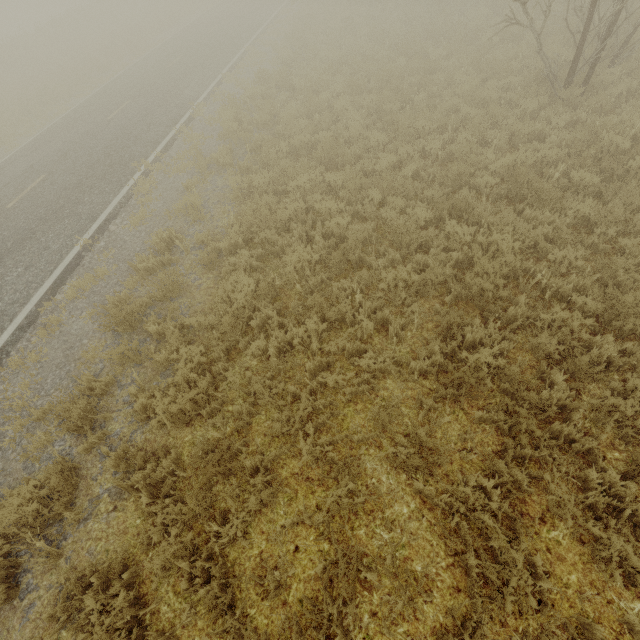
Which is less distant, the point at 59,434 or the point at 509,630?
the point at 509,630

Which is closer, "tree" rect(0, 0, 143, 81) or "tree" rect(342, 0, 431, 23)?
"tree" rect(342, 0, 431, 23)

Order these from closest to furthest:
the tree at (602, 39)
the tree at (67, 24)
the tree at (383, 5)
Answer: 1. the tree at (602, 39)
2. the tree at (383, 5)
3. the tree at (67, 24)

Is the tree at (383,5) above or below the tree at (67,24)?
below

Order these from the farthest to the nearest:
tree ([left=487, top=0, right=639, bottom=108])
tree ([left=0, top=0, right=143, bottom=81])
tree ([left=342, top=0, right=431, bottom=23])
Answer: tree ([left=0, top=0, right=143, bottom=81]) → tree ([left=342, top=0, right=431, bottom=23]) → tree ([left=487, top=0, right=639, bottom=108])

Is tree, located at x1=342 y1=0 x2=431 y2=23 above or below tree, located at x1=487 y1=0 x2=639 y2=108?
below

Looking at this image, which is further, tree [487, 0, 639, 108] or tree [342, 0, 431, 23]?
tree [342, 0, 431, 23]
